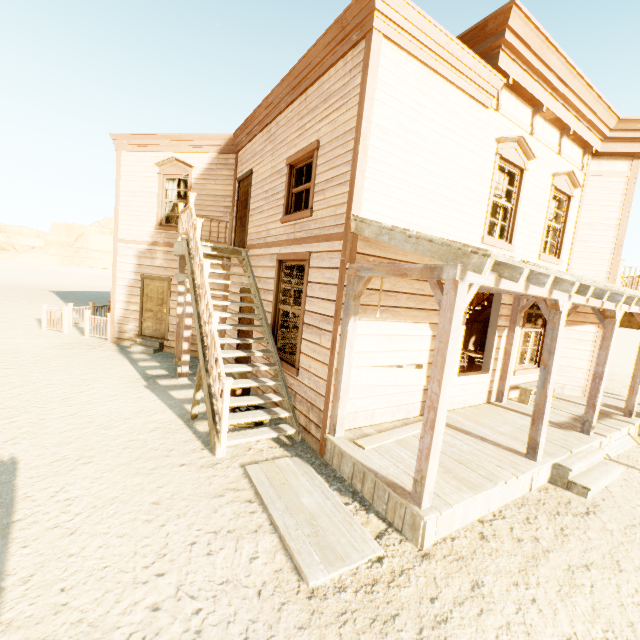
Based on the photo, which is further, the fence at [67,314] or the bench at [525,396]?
the fence at [67,314]

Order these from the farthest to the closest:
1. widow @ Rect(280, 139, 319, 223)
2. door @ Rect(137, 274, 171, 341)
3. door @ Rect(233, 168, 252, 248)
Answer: door @ Rect(137, 274, 171, 341)
door @ Rect(233, 168, 252, 248)
widow @ Rect(280, 139, 319, 223)

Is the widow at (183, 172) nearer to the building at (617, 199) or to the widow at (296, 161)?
the building at (617, 199)

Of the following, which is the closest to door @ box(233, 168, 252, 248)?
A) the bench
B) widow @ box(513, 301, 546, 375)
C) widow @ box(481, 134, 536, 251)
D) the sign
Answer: widow @ box(481, 134, 536, 251)

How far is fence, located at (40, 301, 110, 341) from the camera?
11.7m

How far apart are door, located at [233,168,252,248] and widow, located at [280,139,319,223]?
2.19m

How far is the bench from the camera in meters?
8.0

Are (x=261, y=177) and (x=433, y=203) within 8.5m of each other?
yes
